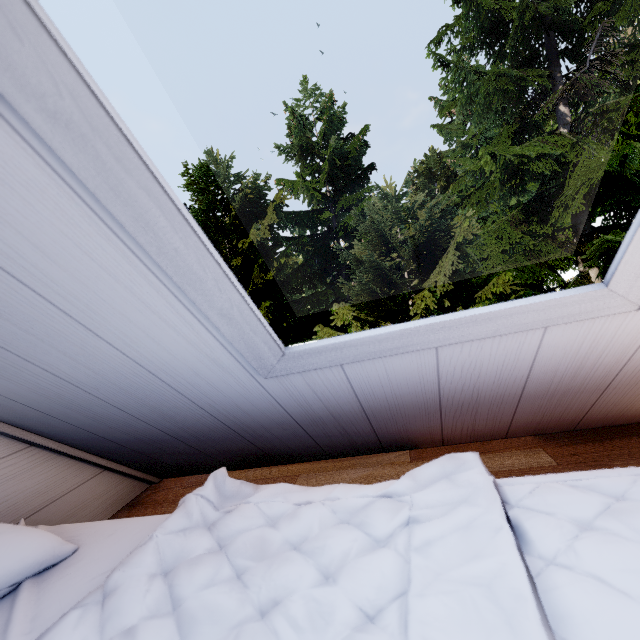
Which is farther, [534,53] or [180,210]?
[534,53]
